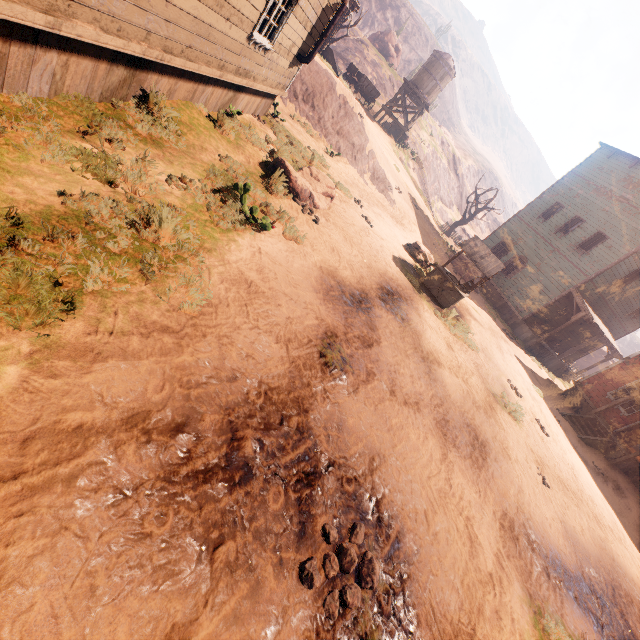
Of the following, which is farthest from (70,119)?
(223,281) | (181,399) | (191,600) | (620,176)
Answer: (620,176)

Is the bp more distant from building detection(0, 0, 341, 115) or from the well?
the well

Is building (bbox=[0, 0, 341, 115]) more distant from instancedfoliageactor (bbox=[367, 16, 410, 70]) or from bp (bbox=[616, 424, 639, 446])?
instancedfoliageactor (bbox=[367, 16, 410, 70])

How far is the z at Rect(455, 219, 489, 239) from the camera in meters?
42.1 m

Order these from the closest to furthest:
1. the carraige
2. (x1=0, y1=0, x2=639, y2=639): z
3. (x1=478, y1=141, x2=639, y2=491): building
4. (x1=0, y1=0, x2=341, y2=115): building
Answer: (x1=0, y1=0, x2=639, y2=639): z < (x1=0, y1=0, x2=341, y2=115): building < (x1=478, y1=141, x2=639, y2=491): building < the carraige

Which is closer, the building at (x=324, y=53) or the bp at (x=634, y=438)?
the bp at (x=634, y=438)

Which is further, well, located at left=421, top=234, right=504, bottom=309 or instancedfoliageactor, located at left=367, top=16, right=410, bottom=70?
instancedfoliageactor, located at left=367, top=16, right=410, bottom=70

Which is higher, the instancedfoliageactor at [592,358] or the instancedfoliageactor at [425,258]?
the instancedfoliageactor at [592,358]
